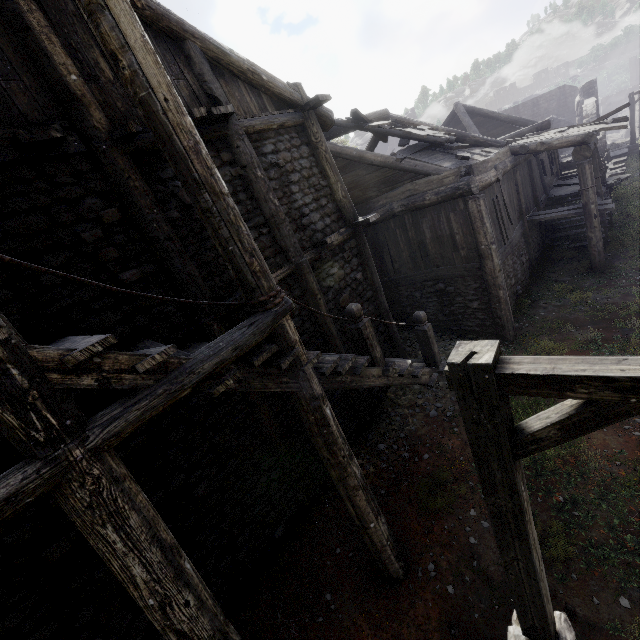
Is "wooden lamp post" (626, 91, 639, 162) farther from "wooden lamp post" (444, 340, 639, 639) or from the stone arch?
"wooden lamp post" (444, 340, 639, 639)

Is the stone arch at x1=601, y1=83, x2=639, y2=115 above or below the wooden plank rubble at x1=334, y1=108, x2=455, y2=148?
below

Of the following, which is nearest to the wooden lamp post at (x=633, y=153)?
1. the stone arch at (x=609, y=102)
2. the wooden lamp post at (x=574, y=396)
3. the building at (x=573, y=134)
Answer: the building at (x=573, y=134)

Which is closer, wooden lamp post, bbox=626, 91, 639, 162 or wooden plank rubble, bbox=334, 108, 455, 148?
wooden plank rubble, bbox=334, 108, 455, 148

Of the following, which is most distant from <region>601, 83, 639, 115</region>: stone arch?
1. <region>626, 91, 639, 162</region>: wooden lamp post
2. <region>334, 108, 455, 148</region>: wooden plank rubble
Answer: <region>334, 108, 455, 148</region>: wooden plank rubble

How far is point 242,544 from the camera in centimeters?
586cm

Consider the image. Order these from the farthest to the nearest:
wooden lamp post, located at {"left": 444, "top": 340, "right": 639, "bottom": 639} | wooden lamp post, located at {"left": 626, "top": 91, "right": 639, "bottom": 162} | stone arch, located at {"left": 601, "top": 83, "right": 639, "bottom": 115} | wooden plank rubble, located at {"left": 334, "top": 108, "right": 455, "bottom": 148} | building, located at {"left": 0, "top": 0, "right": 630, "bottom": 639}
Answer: stone arch, located at {"left": 601, "top": 83, "right": 639, "bottom": 115} → wooden lamp post, located at {"left": 626, "top": 91, "right": 639, "bottom": 162} → wooden plank rubble, located at {"left": 334, "top": 108, "right": 455, "bottom": 148} → building, located at {"left": 0, "top": 0, "right": 630, "bottom": 639} → wooden lamp post, located at {"left": 444, "top": 340, "right": 639, "bottom": 639}

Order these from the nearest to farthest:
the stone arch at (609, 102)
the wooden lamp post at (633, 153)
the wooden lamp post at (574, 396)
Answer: the wooden lamp post at (574, 396), the wooden lamp post at (633, 153), the stone arch at (609, 102)
